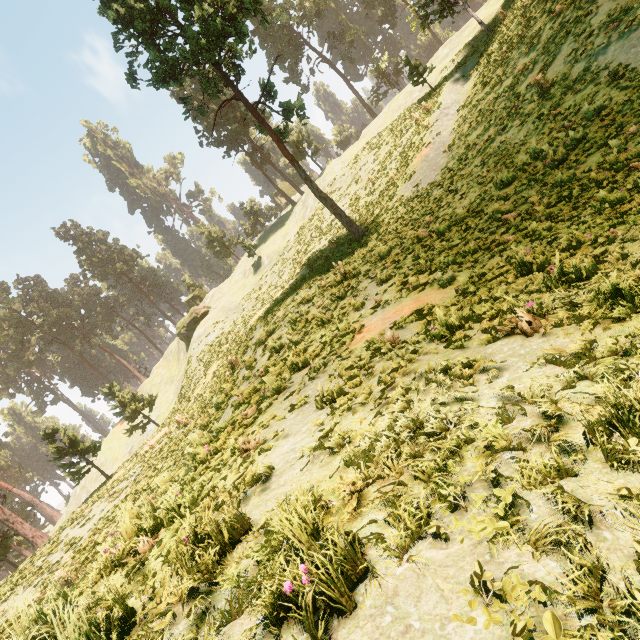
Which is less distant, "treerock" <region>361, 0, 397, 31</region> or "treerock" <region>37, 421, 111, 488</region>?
"treerock" <region>37, 421, 111, 488</region>

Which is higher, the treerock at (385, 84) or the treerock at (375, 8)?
the treerock at (375, 8)

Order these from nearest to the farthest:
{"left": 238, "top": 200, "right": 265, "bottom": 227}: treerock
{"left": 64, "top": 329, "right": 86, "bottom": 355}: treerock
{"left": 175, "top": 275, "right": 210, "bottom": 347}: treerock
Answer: {"left": 175, "top": 275, "right": 210, "bottom": 347}: treerock, {"left": 238, "top": 200, "right": 265, "bottom": 227}: treerock, {"left": 64, "top": 329, "right": 86, "bottom": 355}: treerock

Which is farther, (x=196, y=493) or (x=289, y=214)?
(x=289, y=214)

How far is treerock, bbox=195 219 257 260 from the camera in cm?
4162

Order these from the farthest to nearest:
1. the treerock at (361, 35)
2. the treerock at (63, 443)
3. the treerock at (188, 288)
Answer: the treerock at (361, 35), the treerock at (188, 288), the treerock at (63, 443)
